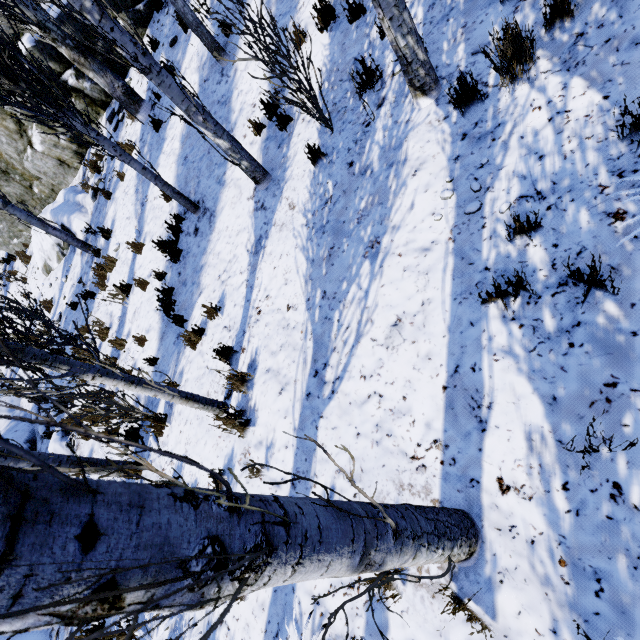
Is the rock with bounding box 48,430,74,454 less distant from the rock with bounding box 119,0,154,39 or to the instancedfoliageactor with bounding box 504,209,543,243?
the instancedfoliageactor with bounding box 504,209,543,243

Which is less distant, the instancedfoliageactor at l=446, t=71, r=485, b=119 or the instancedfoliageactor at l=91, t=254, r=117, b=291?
the instancedfoliageactor at l=446, t=71, r=485, b=119

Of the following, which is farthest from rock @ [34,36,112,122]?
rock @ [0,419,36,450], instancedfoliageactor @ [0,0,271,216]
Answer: rock @ [0,419,36,450]

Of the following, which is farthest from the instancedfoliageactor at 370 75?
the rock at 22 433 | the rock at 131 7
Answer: the rock at 131 7

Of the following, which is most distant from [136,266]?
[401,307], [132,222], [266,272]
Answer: [401,307]

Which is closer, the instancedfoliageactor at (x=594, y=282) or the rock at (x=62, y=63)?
the instancedfoliageactor at (x=594, y=282)

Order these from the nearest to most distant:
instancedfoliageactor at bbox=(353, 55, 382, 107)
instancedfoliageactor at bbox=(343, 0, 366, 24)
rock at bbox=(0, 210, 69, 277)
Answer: instancedfoliageactor at bbox=(353, 55, 382, 107) < instancedfoliageactor at bbox=(343, 0, 366, 24) < rock at bbox=(0, 210, 69, 277)
